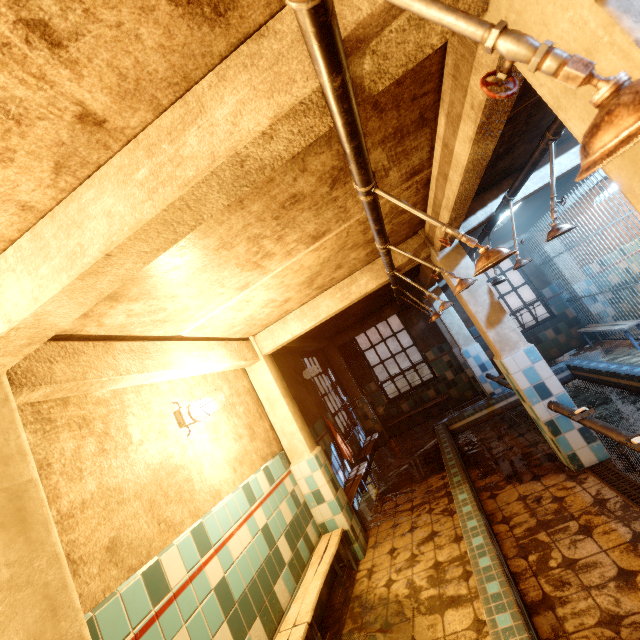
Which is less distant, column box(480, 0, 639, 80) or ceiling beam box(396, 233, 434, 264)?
column box(480, 0, 639, 80)

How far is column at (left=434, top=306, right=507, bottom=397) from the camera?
6.1 meters

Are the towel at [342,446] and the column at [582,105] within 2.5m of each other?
no

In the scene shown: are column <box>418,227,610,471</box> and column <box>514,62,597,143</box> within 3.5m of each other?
yes

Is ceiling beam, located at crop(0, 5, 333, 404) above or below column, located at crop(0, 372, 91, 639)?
above

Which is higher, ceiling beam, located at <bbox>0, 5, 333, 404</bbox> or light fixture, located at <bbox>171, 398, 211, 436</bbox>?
ceiling beam, located at <bbox>0, 5, 333, 404</bbox>

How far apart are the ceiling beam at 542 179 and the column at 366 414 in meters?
5.1

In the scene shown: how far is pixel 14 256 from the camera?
1.3m
